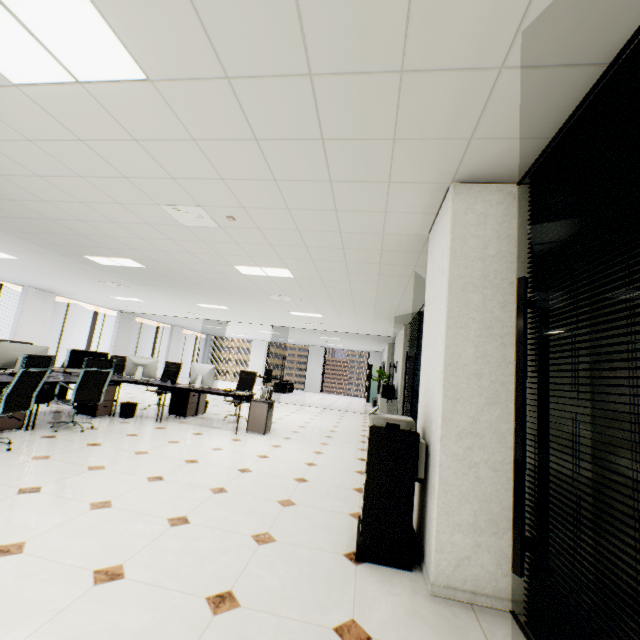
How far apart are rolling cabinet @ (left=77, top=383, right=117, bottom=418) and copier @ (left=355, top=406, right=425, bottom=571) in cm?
559

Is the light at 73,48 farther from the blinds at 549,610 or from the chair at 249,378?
the chair at 249,378

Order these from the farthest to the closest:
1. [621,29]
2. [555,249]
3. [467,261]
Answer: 1. [467,261]
2. [555,249]
3. [621,29]

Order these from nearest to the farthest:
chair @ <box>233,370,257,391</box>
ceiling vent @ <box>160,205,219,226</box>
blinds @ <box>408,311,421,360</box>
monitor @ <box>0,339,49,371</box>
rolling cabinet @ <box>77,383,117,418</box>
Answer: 1. ceiling vent @ <box>160,205,219,226</box>
2. monitor @ <box>0,339,49,371</box>
3. rolling cabinet @ <box>77,383,117,418</box>
4. blinds @ <box>408,311,421,360</box>
5. chair @ <box>233,370,257,391</box>

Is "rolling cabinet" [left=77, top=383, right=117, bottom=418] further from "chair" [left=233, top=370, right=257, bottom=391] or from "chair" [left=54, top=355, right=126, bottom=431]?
"chair" [left=233, top=370, right=257, bottom=391]

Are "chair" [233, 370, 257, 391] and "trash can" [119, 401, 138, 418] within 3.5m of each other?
yes

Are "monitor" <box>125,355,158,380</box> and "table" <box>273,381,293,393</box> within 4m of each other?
no

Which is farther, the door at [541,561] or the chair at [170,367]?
the chair at [170,367]
